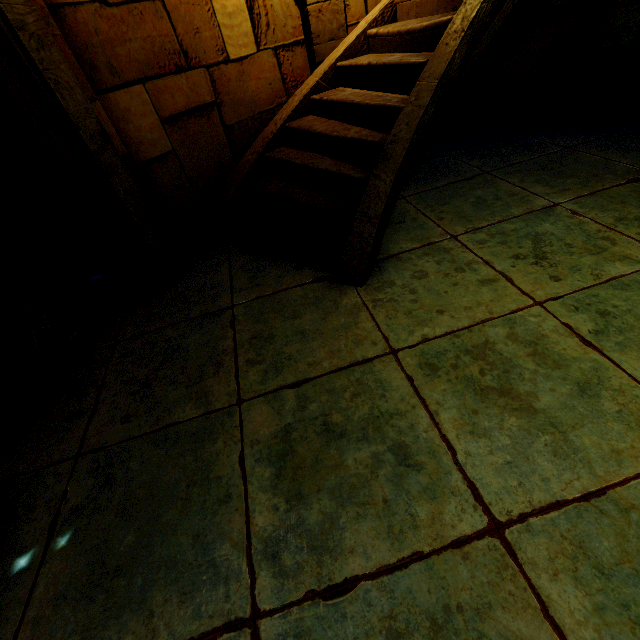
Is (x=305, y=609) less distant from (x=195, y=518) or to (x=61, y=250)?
(x=195, y=518)
